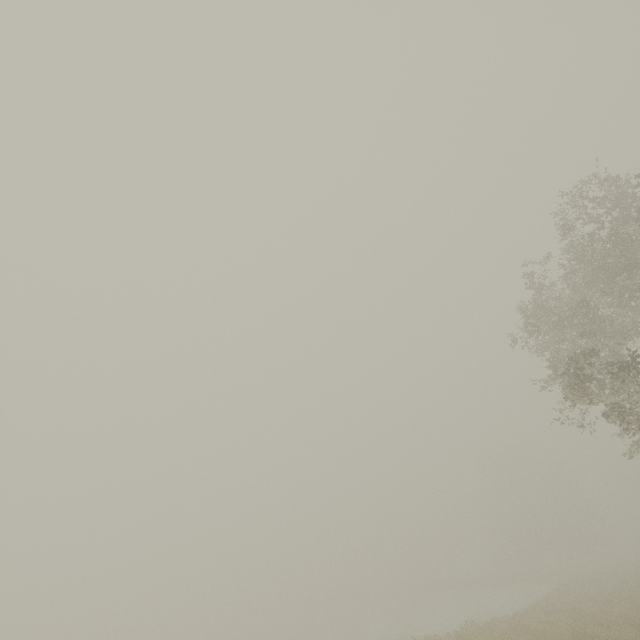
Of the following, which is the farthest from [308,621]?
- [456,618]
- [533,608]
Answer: [533,608]
